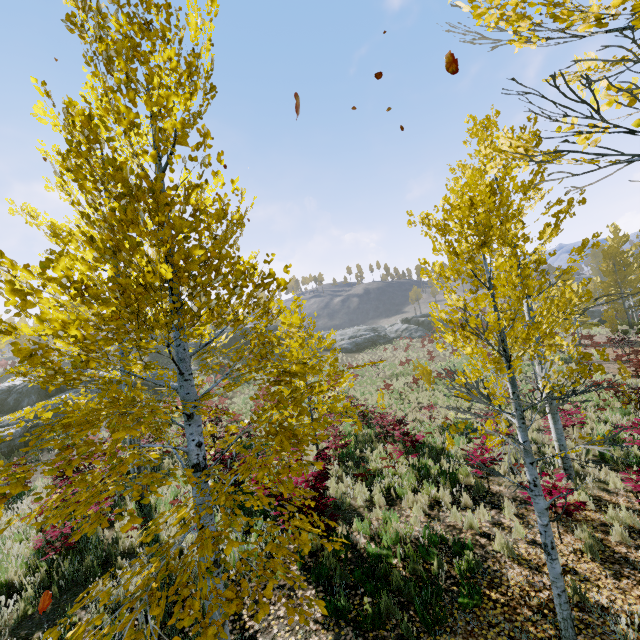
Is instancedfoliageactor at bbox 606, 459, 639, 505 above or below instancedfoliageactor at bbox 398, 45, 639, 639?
below

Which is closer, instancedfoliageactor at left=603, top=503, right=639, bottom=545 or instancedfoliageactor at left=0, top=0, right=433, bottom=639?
instancedfoliageactor at left=0, top=0, right=433, bottom=639

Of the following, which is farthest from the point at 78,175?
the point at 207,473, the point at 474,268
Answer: the point at 474,268

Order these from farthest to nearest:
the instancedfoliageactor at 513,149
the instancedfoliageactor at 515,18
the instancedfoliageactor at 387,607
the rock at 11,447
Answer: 1. the rock at 11,447
2. the instancedfoliageactor at 387,607
3. the instancedfoliageactor at 513,149
4. the instancedfoliageactor at 515,18

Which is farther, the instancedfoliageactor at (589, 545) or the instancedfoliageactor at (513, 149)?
the instancedfoliageactor at (589, 545)

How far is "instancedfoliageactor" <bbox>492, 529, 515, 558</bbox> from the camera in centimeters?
575cm
